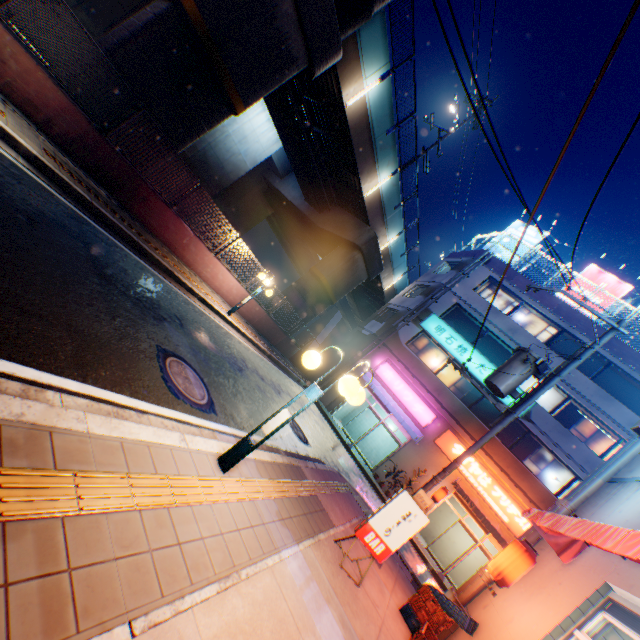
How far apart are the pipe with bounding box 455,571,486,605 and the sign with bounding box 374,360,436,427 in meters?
11.5 m

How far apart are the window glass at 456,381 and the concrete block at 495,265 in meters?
6.2

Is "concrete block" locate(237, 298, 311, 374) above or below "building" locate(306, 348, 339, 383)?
below

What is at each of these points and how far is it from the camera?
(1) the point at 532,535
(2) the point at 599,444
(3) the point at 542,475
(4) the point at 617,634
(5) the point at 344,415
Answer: (1) pipe, 7.41m
(2) window glass, 16.78m
(3) window glass, 16.88m
(4) building, 4.61m
(5) building, 23.67m

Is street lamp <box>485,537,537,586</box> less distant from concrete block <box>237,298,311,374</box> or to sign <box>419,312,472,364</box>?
concrete block <box>237,298,311,374</box>

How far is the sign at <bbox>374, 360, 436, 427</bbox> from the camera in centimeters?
1922cm

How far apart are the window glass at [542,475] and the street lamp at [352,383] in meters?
17.7

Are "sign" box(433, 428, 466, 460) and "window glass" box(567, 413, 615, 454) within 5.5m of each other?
yes
